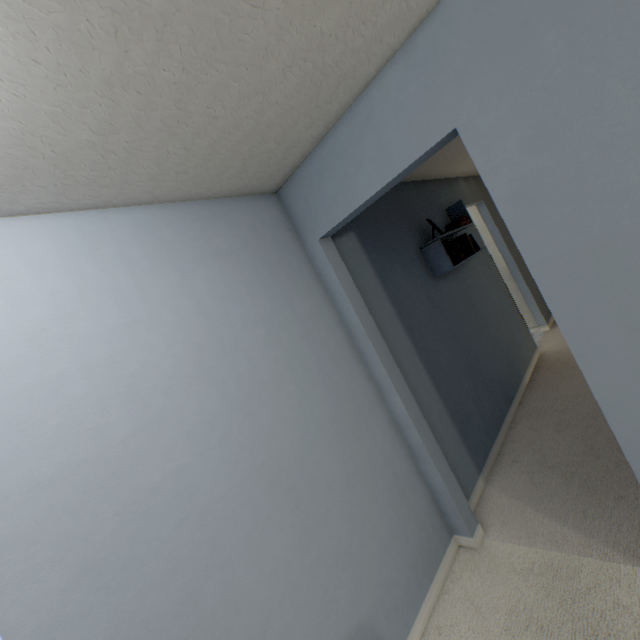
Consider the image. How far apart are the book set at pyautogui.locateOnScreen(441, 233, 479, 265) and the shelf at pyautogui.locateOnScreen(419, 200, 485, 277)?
0.01m

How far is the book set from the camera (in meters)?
2.90

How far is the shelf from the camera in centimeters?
283cm

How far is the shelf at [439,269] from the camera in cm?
283

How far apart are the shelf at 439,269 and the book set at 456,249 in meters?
0.0

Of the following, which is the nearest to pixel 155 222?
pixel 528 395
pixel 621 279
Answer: pixel 621 279
